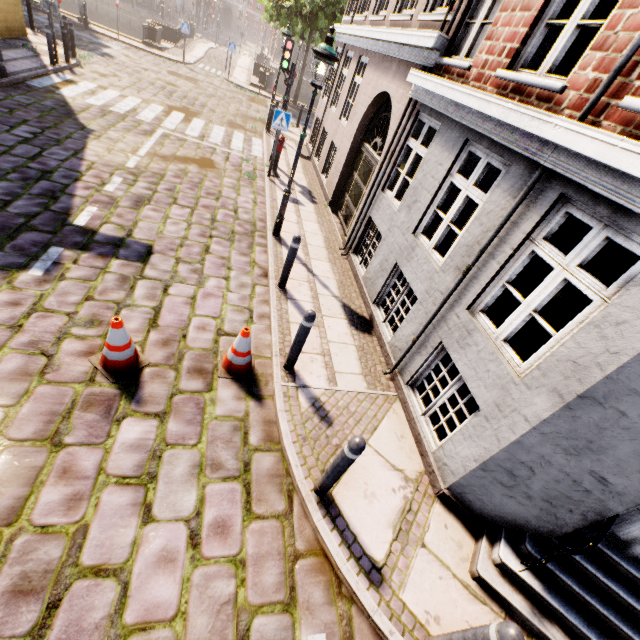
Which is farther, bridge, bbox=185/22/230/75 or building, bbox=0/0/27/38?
bridge, bbox=185/22/230/75

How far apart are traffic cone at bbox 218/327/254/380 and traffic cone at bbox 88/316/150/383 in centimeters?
88cm

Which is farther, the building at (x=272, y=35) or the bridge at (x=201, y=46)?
the building at (x=272, y=35)

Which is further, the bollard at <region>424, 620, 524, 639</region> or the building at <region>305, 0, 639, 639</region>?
the building at <region>305, 0, 639, 639</region>

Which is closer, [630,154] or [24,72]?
[630,154]

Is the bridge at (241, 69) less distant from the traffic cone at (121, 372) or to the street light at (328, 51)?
the street light at (328, 51)

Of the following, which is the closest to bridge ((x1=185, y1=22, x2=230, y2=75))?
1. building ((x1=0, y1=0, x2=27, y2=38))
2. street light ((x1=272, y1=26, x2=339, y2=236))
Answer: building ((x1=0, y1=0, x2=27, y2=38))

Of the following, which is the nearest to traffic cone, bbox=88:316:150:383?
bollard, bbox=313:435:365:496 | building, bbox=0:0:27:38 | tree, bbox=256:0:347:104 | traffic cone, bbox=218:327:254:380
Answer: traffic cone, bbox=218:327:254:380
